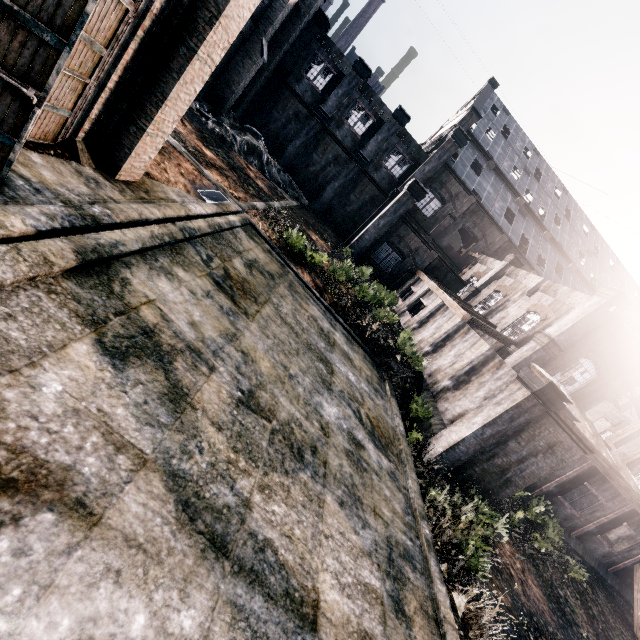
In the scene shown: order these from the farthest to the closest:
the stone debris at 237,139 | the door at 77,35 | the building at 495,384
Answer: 1. the stone debris at 237,139
2. the building at 495,384
3. the door at 77,35

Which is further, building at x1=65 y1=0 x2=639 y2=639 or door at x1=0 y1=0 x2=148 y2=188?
building at x1=65 y1=0 x2=639 y2=639

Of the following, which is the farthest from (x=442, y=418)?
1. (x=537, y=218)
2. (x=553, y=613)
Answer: (x=537, y=218)

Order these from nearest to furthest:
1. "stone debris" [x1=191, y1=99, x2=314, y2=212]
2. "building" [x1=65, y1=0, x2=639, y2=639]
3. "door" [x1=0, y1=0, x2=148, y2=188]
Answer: "door" [x1=0, y1=0, x2=148, y2=188] → "building" [x1=65, y1=0, x2=639, y2=639] → "stone debris" [x1=191, y1=99, x2=314, y2=212]

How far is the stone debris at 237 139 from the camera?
27.88m

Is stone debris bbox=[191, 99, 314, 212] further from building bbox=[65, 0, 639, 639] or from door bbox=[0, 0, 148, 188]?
door bbox=[0, 0, 148, 188]

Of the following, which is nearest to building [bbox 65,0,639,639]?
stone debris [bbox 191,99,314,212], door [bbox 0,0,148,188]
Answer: stone debris [bbox 191,99,314,212]
